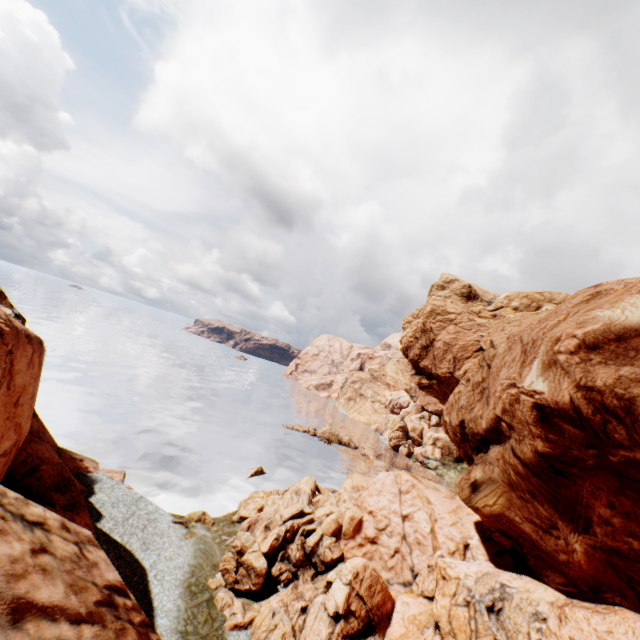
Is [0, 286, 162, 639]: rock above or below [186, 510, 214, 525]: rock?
above

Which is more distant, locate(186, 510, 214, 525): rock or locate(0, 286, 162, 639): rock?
locate(186, 510, 214, 525): rock

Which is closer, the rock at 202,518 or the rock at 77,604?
the rock at 77,604

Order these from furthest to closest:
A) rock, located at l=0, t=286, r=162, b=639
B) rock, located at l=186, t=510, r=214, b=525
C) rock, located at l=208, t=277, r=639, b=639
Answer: rock, located at l=186, t=510, r=214, b=525
rock, located at l=208, t=277, r=639, b=639
rock, located at l=0, t=286, r=162, b=639

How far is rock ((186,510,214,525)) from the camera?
29.3m

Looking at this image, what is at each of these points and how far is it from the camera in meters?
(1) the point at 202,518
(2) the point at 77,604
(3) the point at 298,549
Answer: (1) rock, 29.4 m
(2) rock, 3.7 m
(3) rock, 25.2 m
